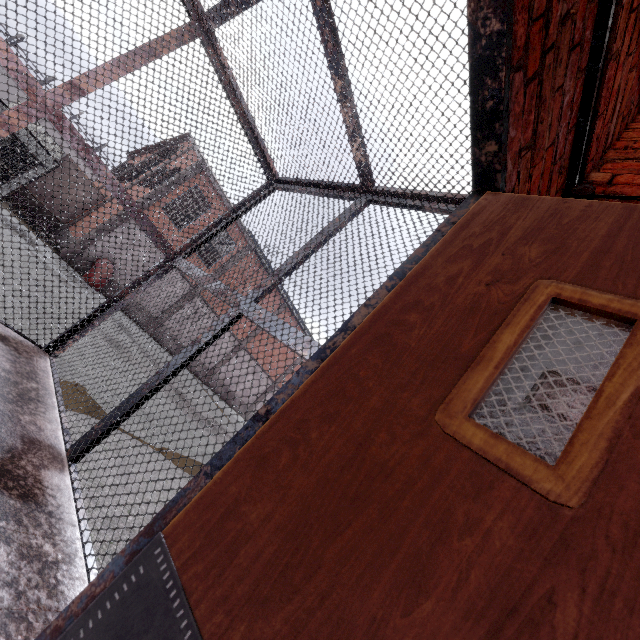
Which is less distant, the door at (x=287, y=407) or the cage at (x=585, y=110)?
the door at (x=287, y=407)

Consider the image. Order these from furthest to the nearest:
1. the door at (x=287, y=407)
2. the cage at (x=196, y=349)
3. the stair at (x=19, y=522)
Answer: the cage at (x=196, y=349), the stair at (x=19, y=522), the door at (x=287, y=407)

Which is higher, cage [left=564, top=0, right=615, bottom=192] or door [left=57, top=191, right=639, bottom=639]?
cage [left=564, top=0, right=615, bottom=192]

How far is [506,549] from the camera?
0.5m

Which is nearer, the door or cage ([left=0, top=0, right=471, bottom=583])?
the door

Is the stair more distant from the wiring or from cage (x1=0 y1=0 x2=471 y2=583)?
the wiring

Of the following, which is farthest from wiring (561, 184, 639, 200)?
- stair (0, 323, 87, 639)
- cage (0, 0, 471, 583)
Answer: stair (0, 323, 87, 639)
